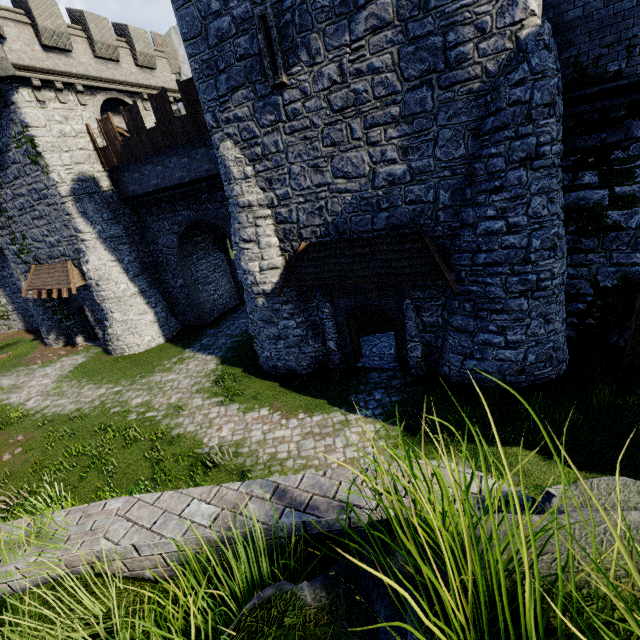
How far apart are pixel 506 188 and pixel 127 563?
10.04m

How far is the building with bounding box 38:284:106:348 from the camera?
19.69m

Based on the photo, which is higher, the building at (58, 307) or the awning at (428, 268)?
the awning at (428, 268)

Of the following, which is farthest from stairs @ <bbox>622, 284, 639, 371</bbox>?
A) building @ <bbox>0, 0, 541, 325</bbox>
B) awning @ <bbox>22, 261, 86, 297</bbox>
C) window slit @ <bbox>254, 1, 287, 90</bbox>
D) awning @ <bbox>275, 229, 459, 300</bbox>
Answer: awning @ <bbox>22, 261, 86, 297</bbox>

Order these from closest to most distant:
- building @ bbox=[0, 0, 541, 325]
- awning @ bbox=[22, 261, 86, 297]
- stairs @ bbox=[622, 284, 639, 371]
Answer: building @ bbox=[0, 0, 541, 325]
stairs @ bbox=[622, 284, 639, 371]
awning @ bbox=[22, 261, 86, 297]

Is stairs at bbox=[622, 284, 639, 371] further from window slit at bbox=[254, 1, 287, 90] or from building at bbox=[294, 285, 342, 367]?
window slit at bbox=[254, 1, 287, 90]

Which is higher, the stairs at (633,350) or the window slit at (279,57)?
the window slit at (279,57)
